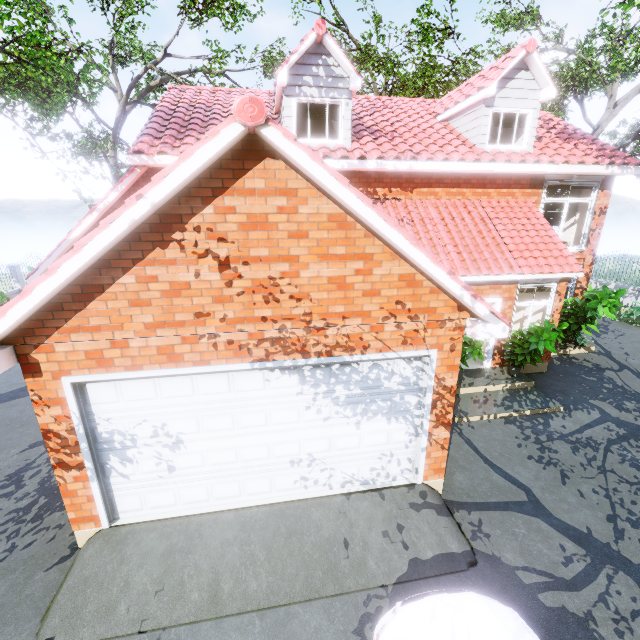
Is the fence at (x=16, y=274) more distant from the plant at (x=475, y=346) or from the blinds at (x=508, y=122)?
the blinds at (x=508, y=122)

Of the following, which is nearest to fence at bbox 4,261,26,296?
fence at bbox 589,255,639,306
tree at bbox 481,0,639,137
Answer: fence at bbox 589,255,639,306

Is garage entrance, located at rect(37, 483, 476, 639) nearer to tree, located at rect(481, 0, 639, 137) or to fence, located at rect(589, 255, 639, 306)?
fence, located at rect(589, 255, 639, 306)

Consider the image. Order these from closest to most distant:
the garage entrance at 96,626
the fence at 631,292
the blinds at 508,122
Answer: the garage entrance at 96,626 → the blinds at 508,122 → the fence at 631,292

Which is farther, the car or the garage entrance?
the garage entrance

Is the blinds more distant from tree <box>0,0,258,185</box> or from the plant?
tree <box>0,0,258,185</box>

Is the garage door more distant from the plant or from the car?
the plant

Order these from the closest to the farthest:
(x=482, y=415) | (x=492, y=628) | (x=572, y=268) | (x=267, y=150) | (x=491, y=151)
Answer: (x=492, y=628)
(x=267, y=150)
(x=482, y=415)
(x=572, y=268)
(x=491, y=151)
